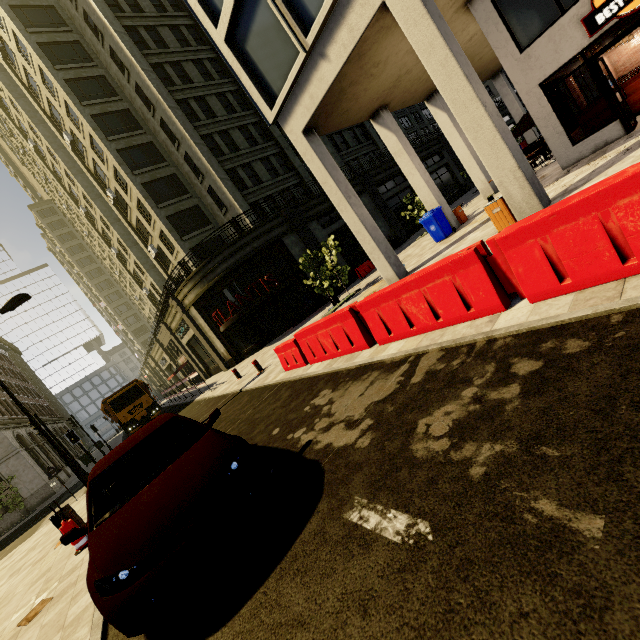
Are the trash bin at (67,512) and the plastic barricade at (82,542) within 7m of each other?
yes

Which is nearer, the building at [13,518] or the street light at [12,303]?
the street light at [12,303]

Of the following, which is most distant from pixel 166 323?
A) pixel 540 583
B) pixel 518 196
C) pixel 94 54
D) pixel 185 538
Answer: pixel 540 583

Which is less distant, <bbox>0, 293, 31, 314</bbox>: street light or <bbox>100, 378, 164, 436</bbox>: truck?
<bbox>0, 293, 31, 314</bbox>: street light

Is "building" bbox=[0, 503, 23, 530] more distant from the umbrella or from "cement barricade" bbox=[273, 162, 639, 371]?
the umbrella

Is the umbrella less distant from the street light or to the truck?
the street light

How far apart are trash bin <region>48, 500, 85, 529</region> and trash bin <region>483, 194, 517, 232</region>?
12.2m

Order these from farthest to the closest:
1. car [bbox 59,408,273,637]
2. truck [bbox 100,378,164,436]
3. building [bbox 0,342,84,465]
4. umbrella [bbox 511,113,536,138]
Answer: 1. building [bbox 0,342,84,465]
2. truck [bbox 100,378,164,436]
3. umbrella [bbox 511,113,536,138]
4. car [bbox 59,408,273,637]
